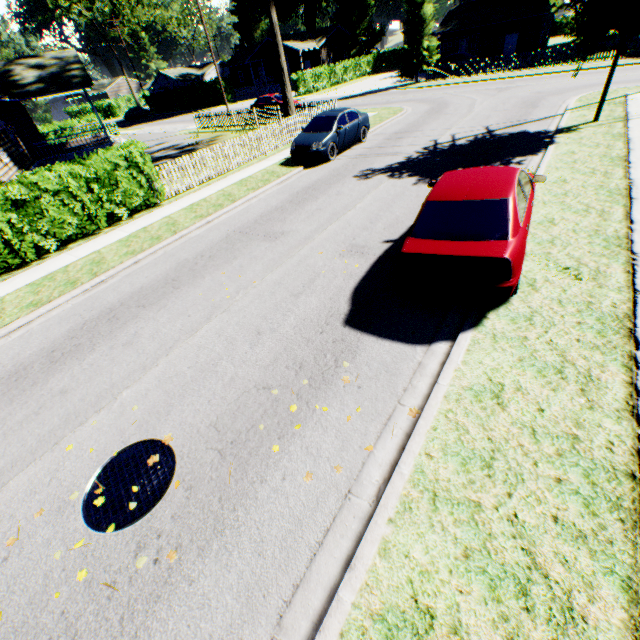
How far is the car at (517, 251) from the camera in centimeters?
472cm

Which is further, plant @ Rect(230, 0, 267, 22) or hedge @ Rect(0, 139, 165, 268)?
plant @ Rect(230, 0, 267, 22)

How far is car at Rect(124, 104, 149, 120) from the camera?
50.9m

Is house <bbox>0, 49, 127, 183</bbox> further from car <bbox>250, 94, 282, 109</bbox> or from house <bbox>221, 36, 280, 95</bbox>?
house <bbox>221, 36, 280, 95</bbox>

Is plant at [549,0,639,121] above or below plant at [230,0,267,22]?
below

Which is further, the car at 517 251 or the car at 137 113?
the car at 137 113

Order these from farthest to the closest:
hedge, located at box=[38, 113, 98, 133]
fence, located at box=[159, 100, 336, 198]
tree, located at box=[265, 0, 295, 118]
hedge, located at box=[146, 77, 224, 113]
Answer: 1. hedge, located at box=[146, 77, 224, 113]
2. hedge, located at box=[38, 113, 98, 133]
3. tree, located at box=[265, 0, 295, 118]
4. fence, located at box=[159, 100, 336, 198]

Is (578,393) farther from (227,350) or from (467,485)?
(227,350)
